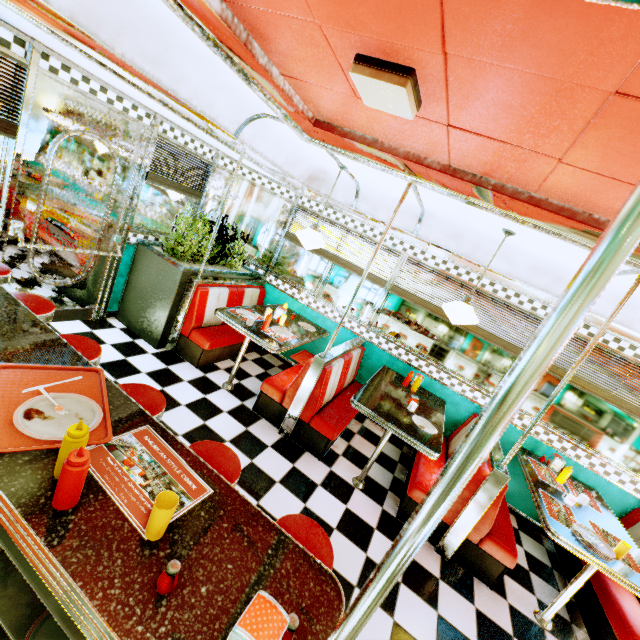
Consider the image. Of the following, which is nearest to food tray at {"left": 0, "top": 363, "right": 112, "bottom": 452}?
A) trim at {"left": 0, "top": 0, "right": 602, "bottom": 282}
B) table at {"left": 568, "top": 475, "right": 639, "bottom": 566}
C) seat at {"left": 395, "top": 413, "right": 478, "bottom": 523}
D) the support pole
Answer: the support pole

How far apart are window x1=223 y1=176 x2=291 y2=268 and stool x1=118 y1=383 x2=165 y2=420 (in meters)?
3.44

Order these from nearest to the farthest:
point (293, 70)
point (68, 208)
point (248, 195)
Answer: point (293, 70), point (68, 208), point (248, 195)

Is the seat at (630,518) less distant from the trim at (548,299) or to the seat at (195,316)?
the trim at (548,299)

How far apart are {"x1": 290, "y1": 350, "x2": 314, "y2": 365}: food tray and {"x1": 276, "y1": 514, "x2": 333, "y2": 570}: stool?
2.80m

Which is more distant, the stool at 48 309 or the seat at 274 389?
the seat at 274 389

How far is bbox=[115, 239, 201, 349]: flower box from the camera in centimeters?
409cm

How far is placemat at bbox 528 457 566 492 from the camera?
3.59m
